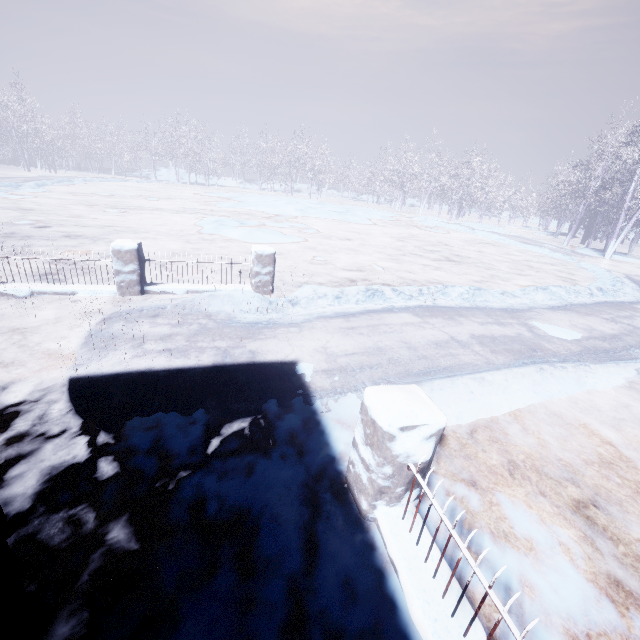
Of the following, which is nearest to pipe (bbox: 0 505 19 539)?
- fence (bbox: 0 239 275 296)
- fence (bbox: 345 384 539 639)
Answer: fence (bbox: 345 384 539 639)

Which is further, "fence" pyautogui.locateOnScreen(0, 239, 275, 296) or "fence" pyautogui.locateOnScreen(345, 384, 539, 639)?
"fence" pyautogui.locateOnScreen(0, 239, 275, 296)

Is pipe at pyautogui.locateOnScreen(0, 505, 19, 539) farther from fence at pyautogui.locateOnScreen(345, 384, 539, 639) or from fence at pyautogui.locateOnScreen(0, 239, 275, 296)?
fence at pyautogui.locateOnScreen(0, 239, 275, 296)

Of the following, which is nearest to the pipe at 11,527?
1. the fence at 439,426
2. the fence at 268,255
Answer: the fence at 439,426

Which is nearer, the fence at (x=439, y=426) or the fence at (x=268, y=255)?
the fence at (x=439, y=426)

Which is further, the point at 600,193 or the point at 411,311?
the point at 600,193
